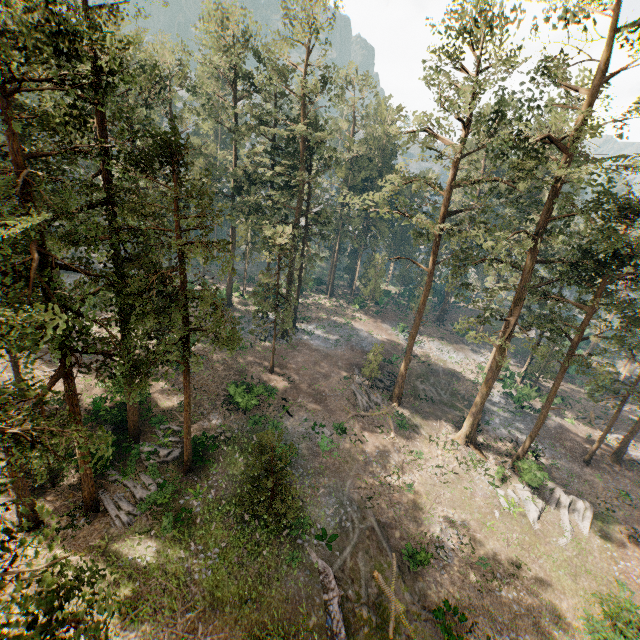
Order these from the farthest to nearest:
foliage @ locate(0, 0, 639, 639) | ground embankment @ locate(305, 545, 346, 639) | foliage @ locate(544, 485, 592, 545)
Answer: foliage @ locate(544, 485, 592, 545) < ground embankment @ locate(305, 545, 346, 639) < foliage @ locate(0, 0, 639, 639)

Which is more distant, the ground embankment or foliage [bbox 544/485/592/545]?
foliage [bbox 544/485/592/545]

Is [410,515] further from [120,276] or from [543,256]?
[543,256]

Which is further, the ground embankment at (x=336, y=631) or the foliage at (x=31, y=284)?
the ground embankment at (x=336, y=631)

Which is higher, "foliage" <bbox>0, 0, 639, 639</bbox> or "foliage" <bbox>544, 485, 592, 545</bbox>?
"foliage" <bbox>0, 0, 639, 639</bbox>

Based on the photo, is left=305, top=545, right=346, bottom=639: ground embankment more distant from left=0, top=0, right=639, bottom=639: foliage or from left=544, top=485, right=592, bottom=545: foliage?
left=544, top=485, right=592, bottom=545: foliage

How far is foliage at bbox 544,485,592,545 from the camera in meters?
26.0 m

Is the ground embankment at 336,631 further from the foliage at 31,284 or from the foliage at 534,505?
the foliage at 534,505
